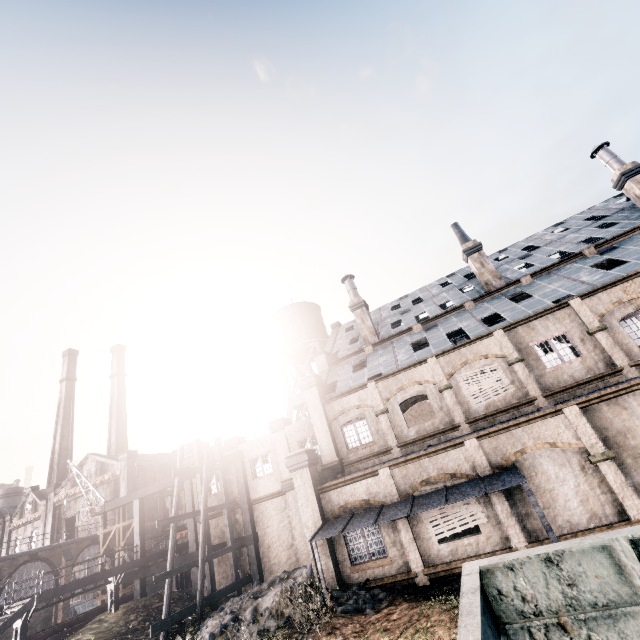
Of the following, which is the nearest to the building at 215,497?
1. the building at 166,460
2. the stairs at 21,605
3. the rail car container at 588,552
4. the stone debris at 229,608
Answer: the stone debris at 229,608

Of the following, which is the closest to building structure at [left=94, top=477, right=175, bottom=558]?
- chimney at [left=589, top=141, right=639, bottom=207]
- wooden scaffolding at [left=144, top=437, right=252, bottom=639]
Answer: wooden scaffolding at [left=144, top=437, right=252, bottom=639]

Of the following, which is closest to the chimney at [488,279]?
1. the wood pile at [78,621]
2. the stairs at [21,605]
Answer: the stairs at [21,605]

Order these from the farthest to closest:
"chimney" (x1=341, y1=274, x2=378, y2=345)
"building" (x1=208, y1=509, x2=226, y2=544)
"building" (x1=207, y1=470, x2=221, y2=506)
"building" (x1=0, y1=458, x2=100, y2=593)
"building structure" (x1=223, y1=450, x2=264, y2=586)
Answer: "building" (x1=0, y1=458, x2=100, y2=593) → "chimney" (x1=341, y1=274, x2=378, y2=345) → "building" (x1=207, y1=470, x2=221, y2=506) → "building" (x1=208, y1=509, x2=226, y2=544) → "building structure" (x1=223, y1=450, x2=264, y2=586)

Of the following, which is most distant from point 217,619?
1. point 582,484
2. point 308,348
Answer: point 308,348

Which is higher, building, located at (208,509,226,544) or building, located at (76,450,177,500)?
building, located at (76,450,177,500)

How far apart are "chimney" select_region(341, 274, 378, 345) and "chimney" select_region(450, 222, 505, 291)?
9.5 meters

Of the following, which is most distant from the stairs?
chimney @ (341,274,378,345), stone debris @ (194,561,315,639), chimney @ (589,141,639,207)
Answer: chimney @ (589,141,639,207)
